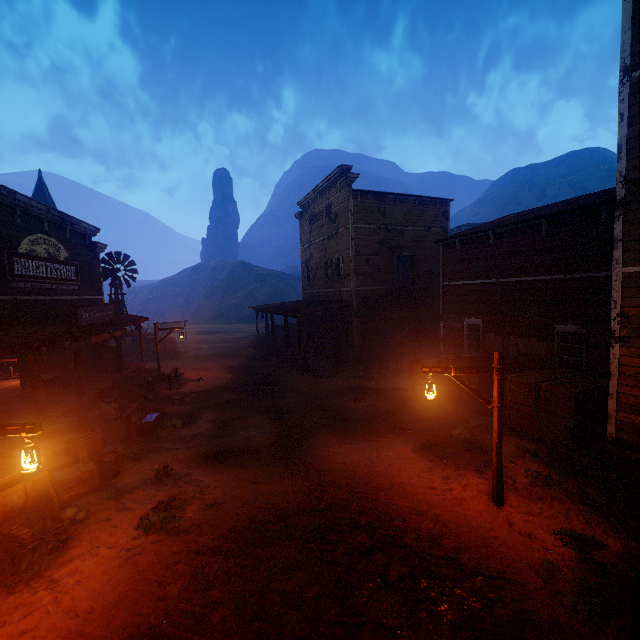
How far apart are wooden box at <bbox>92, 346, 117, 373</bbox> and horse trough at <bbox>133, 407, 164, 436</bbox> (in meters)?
6.09

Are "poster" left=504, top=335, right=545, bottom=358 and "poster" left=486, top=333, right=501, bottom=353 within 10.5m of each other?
yes

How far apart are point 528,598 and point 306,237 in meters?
26.1 m

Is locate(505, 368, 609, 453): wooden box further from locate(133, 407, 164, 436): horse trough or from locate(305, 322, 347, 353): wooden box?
locate(133, 407, 164, 436): horse trough

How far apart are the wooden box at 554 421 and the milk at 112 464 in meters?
11.9 m

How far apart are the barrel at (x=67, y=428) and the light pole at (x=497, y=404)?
10.2 meters

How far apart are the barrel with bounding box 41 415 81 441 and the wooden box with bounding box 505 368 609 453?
13.3 meters

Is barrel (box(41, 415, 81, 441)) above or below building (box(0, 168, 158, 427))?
below
